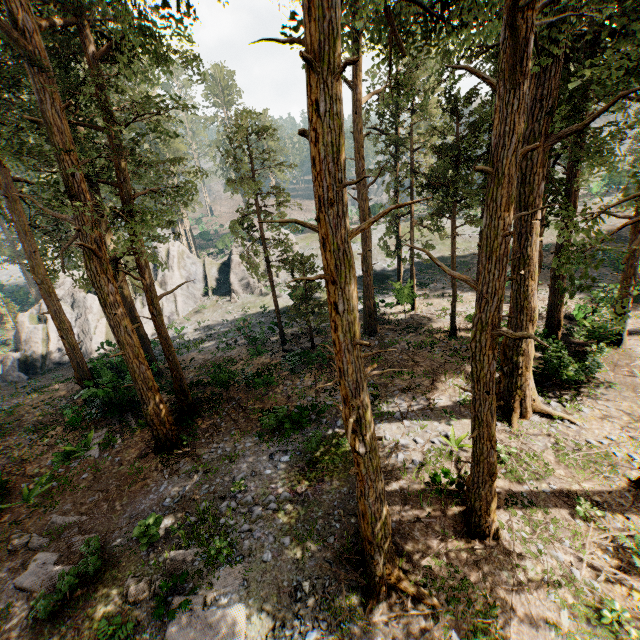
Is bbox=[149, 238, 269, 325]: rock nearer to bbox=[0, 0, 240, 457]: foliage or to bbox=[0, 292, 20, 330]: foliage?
bbox=[0, 0, 240, 457]: foliage

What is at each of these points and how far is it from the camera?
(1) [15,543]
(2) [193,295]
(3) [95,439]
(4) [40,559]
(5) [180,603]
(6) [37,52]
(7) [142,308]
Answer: (1) foliage, 11.3 meters
(2) rock, 39.3 meters
(3) foliage, 16.5 meters
(4) foliage, 10.6 meters
(5) foliage, 8.5 meters
(6) foliage, 9.7 meters
(7) rock, 34.5 meters

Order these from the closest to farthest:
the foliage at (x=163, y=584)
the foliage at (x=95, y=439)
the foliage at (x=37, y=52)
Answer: the foliage at (x=163, y=584) < the foliage at (x=37, y=52) < the foliage at (x=95, y=439)

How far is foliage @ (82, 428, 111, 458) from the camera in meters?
15.5 m

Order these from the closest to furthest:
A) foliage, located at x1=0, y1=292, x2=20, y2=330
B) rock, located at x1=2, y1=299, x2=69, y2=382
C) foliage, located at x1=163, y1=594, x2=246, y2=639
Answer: foliage, located at x1=163, y1=594, x2=246, y2=639, rock, located at x1=2, y1=299, x2=69, y2=382, foliage, located at x1=0, y1=292, x2=20, y2=330

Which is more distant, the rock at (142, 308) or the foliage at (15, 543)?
the rock at (142, 308)
